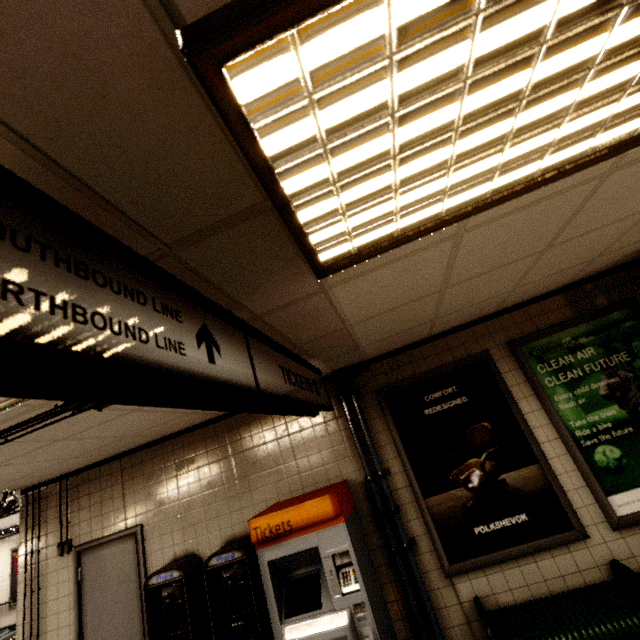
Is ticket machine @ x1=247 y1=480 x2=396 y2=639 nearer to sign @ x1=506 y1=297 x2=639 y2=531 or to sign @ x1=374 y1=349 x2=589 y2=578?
sign @ x1=374 y1=349 x2=589 y2=578

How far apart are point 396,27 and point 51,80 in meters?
0.7 m

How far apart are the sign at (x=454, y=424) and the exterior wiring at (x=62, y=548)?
4.11m

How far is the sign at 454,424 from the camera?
2.91m

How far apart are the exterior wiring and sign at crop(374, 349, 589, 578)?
4.11m

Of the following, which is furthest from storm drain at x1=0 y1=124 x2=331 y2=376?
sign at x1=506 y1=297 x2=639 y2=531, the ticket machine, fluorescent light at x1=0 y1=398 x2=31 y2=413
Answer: sign at x1=506 y1=297 x2=639 y2=531

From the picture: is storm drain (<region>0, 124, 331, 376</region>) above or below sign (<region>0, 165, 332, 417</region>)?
above

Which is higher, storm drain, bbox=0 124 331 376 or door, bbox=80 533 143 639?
storm drain, bbox=0 124 331 376
